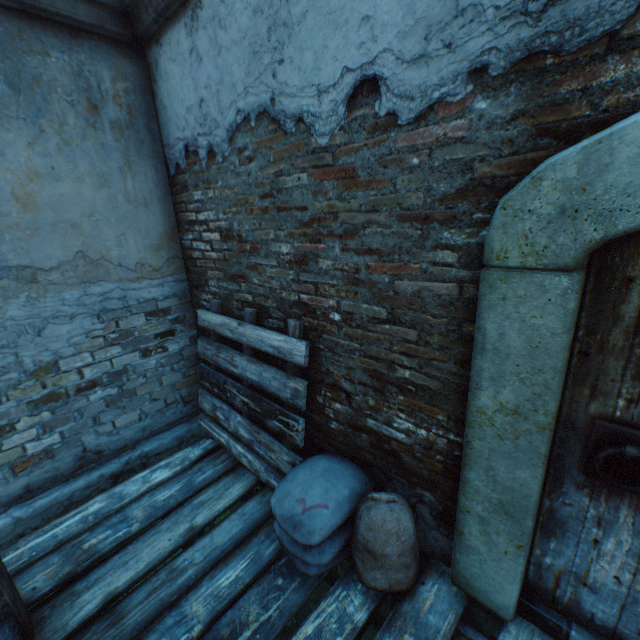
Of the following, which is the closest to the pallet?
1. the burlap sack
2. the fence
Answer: the burlap sack

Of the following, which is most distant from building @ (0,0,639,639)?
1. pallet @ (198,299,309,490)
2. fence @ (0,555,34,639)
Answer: fence @ (0,555,34,639)

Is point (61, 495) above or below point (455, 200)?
below

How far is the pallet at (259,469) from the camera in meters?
2.4

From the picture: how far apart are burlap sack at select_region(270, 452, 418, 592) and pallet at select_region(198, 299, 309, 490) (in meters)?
0.04

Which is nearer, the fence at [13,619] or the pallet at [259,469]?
the fence at [13,619]

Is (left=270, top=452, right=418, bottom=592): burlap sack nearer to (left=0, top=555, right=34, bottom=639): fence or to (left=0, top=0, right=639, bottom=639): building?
(left=0, top=0, right=639, bottom=639): building
